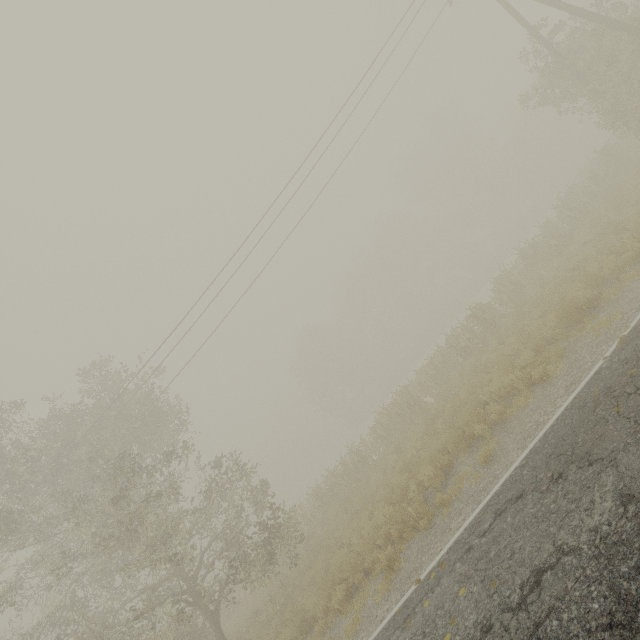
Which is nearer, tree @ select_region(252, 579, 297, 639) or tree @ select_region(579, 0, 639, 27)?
tree @ select_region(252, 579, 297, 639)

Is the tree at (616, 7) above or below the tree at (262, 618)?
above

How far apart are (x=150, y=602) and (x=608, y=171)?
27.6 meters

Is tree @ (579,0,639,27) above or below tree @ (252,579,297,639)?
above
